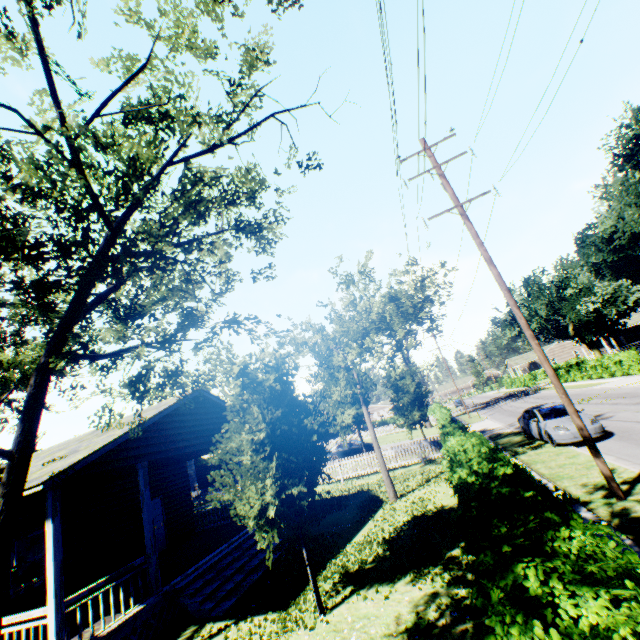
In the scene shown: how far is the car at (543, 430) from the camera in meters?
13.2 m

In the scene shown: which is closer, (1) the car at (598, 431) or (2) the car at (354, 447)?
(1) the car at (598, 431)

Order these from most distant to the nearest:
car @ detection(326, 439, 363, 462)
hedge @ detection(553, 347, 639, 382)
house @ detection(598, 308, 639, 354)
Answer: house @ detection(598, 308, 639, 354), hedge @ detection(553, 347, 639, 382), car @ detection(326, 439, 363, 462)

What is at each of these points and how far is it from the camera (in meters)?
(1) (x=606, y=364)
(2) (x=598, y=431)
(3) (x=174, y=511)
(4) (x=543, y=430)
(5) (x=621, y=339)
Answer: (1) hedge, 32.62
(2) car, 12.96
(3) house, 15.94
(4) car, 14.41
(5) house, 53.53

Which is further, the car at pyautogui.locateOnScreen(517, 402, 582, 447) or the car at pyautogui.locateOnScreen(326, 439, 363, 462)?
the car at pyautogui.locateOnScreen(326, 439, 363, 462)

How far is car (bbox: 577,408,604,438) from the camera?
13.0 meters

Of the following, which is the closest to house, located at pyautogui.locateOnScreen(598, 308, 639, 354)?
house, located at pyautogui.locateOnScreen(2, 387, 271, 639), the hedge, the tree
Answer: the hedge
